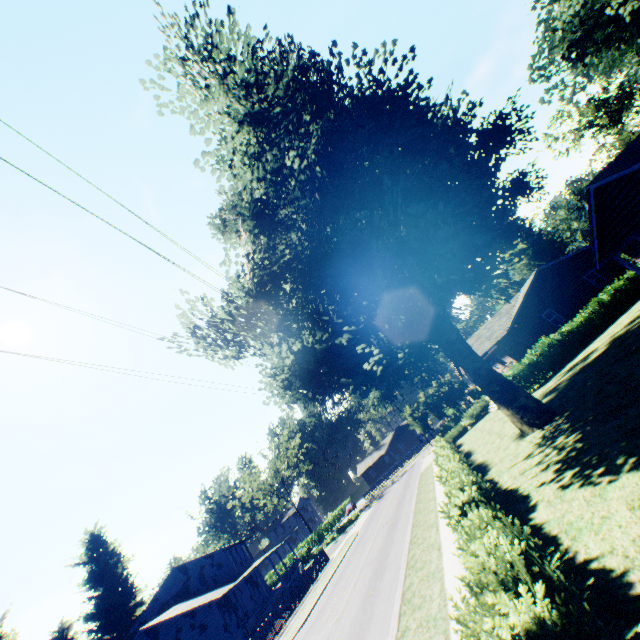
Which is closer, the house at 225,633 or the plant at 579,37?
the plant at 579,37

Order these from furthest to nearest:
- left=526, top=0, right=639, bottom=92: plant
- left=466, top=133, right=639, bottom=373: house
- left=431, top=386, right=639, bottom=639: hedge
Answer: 1. left=526, top=0, right=639, bottom=92: plant
2. left=466, top=133, right=639, bottom=373: house
3. left=431, top=386, right=639, bottom=639: hedge

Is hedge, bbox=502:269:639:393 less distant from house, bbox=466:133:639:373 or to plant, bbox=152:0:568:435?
house, bbox=466:133:639:373

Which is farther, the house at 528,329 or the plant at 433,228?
the house at 528,329

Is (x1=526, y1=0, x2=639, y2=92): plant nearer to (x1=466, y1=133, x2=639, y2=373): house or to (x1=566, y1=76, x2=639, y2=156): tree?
(x1=466, y1=133, x2=639, y2=373): house

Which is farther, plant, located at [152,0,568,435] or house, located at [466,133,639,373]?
house, located at [466,133,639,373]

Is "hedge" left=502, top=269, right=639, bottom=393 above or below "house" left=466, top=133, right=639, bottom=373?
below

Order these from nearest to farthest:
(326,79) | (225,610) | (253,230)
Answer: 1. (253,230)
2. (326,79)
3. (225,610)
